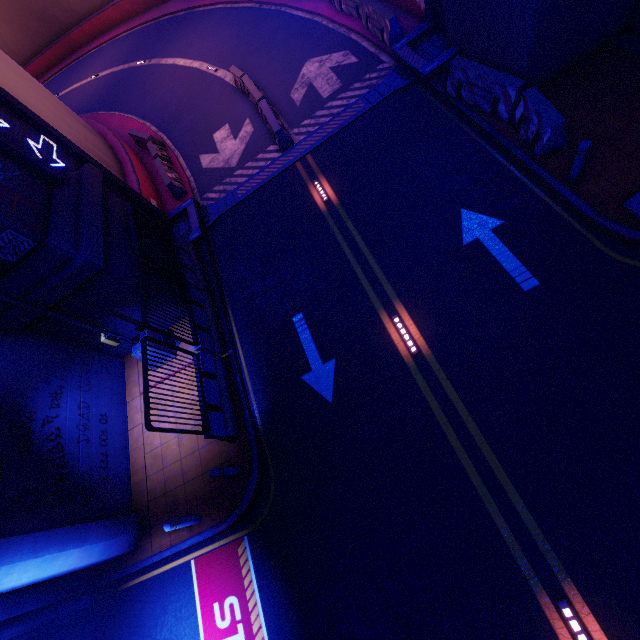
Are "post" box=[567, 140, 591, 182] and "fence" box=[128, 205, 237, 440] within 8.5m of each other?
no

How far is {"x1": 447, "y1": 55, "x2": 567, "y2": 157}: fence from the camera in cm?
776

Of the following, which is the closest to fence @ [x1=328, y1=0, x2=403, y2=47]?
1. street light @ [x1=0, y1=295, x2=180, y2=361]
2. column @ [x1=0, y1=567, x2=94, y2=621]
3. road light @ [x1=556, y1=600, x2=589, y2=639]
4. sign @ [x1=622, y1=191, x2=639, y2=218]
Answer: sign @ [x1=622, y1=191, x2=639, y2=218]

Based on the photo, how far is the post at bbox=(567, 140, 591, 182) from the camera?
6.9m

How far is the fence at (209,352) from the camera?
7.7 meters

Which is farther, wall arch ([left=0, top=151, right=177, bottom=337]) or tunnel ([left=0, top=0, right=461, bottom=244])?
tunnel ([left=0, top=0, right=461, bottom=244])

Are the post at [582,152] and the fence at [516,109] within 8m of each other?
yes

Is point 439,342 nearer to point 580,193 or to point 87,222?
point 580,193
